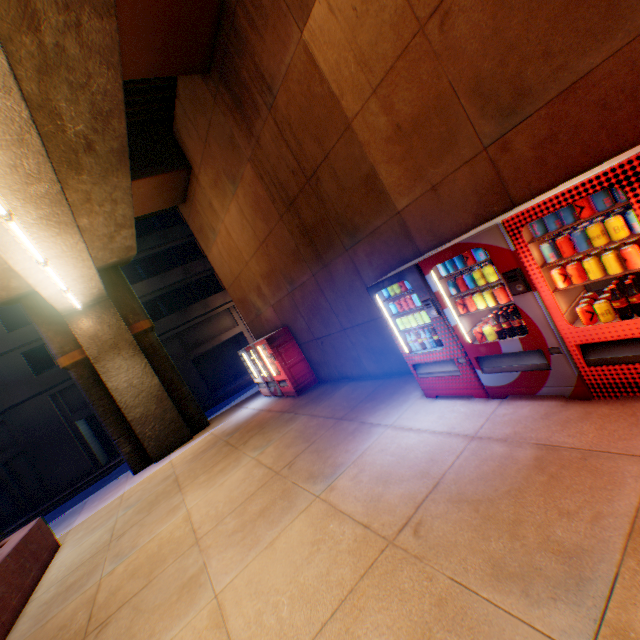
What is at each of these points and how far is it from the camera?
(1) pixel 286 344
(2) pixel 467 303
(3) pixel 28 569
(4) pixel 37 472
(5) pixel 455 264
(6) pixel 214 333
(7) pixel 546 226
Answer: (1) vending machine, 9.9m
(2) metal can, 3.9m
(3) concrete block, 6.5m
(4) building, 19.1m
(5) metal can, 3.9m
(6) building, 25.0m
(7) metal can, 3.0m

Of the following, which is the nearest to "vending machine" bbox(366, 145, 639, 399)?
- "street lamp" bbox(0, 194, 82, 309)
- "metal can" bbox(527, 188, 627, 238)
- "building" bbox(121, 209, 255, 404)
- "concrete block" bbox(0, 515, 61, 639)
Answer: "metal can" bbox(527, 188, 627, 238)

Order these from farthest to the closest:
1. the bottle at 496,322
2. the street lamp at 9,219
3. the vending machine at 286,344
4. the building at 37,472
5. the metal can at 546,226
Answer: the building at 37,472, the vending machine at 286,344, the street lamp at 9,219, the bottle at 496,322, the metal can at 546,226

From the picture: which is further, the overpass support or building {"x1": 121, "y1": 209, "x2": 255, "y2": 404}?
building {"x1": 121, "y1": 209, "x2": 255, "y2": 404}

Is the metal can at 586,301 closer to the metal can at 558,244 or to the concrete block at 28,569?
the metal can at 558,244

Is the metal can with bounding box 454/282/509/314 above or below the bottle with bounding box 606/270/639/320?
above

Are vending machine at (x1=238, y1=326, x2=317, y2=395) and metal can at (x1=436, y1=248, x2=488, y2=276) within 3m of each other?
no

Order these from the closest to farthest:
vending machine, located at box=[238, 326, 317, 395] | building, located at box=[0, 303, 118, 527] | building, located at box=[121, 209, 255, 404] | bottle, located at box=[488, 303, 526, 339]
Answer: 1. bottle, located at box=[488, 303, 526, 339]
2. vending machine, located at box=[238, 326, 317, 395]
3. building, located at box=[0, 303, 118, 527]
4. building, located at box=[121, 209, 255, 404]
